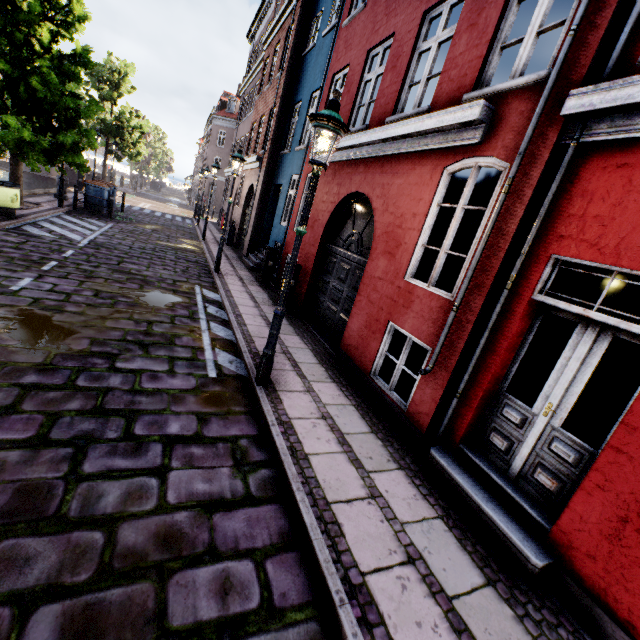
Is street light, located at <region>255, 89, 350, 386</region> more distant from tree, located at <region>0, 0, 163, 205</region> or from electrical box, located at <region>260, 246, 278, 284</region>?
electrical box, located at <region>260, 246, 278, 284</region>

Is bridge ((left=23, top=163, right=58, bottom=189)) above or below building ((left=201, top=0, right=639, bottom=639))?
below

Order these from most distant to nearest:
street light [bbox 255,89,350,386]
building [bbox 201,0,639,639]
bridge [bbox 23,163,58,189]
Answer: bridge [bbox 23,163,58,189] < street light [bbox 255,89,350,386] < building [bbox 201,0,639,639]

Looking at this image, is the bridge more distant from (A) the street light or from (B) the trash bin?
(B) the trash bin

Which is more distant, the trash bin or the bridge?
the bridge

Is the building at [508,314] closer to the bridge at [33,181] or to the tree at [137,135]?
the tree at [137,135]

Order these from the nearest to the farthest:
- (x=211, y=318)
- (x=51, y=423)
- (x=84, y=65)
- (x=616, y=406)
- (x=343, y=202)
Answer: (x=51, y=423)
(x=616, y=406)
(x=211, y=318)
(x=343, y=202)
(x=84, y=65)

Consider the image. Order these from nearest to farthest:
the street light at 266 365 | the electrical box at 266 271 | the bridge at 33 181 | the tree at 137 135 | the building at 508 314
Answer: the building at 508 314 < the street light at 266 365 < the tree at 137 135 < the electrical box at 266 271 < the bridge at 33 181
